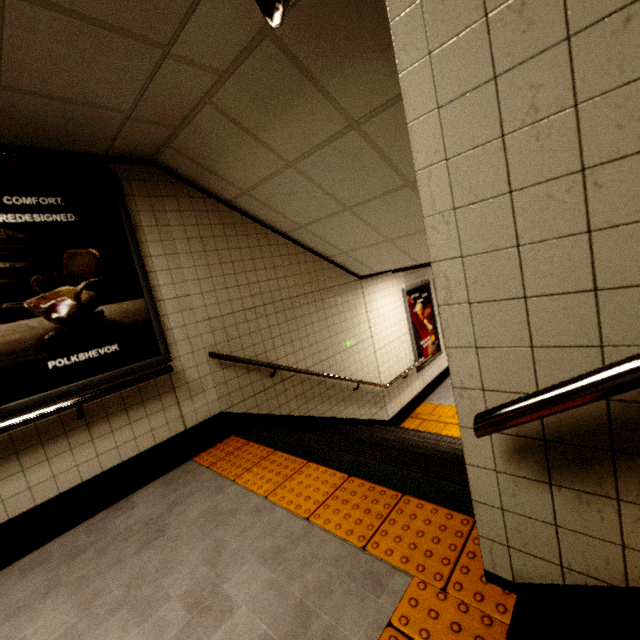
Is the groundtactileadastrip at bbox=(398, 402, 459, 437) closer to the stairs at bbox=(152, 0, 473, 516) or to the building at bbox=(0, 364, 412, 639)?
the stairs at bbox=(152, 0, 473, 516)

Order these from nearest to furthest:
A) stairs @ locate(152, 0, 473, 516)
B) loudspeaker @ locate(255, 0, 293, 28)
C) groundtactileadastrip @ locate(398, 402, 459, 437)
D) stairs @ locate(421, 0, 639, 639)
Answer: stairs @ locate(421, 0, 639, 639) → loudspeaker @ locate(255, 0, 293, 28) → stairs @ locate(152, 0, 473, 516) → groundtactileadastrip @ locate(398, 402, 459, 437)

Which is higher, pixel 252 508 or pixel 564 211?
pixel 564 211

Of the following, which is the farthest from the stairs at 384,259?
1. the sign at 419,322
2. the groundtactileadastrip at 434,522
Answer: the sign at 419,322

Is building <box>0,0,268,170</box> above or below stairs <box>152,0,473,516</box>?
above

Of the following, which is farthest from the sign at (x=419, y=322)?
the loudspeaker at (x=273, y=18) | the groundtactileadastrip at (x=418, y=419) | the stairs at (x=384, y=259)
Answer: the loudspeaker at (x=273, y=18)

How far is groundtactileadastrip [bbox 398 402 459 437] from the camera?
5.73m

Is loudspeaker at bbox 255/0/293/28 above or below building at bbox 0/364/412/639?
above
